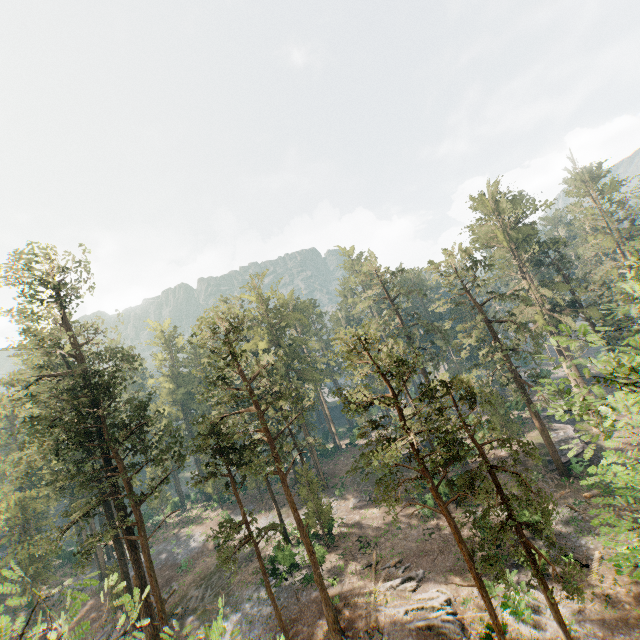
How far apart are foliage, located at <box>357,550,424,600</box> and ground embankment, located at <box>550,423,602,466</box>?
19.97m

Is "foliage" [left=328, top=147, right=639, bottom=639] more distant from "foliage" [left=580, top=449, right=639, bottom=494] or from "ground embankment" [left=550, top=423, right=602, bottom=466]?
"ground embankment" [left=550, top=423, right=602, bottom=466]

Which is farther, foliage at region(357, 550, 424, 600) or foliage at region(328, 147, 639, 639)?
foliage at region(357, 550, 424, 600)

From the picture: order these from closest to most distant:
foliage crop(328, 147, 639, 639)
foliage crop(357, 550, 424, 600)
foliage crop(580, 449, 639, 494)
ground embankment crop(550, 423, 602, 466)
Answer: foliage crop(580, 449, 639, 494) < foliage crop(328, 147, 639, 639) < foliage crop(357, 550, 424, 600) < ground embankment crop(550, 423, 602, 466)

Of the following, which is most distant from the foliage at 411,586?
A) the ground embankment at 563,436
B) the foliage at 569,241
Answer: the ground embankment at 563,436

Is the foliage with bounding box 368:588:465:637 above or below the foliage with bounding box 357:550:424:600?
below

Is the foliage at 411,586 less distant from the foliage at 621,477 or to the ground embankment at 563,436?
the foliage at 621,477

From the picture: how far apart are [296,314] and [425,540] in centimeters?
3131cm
